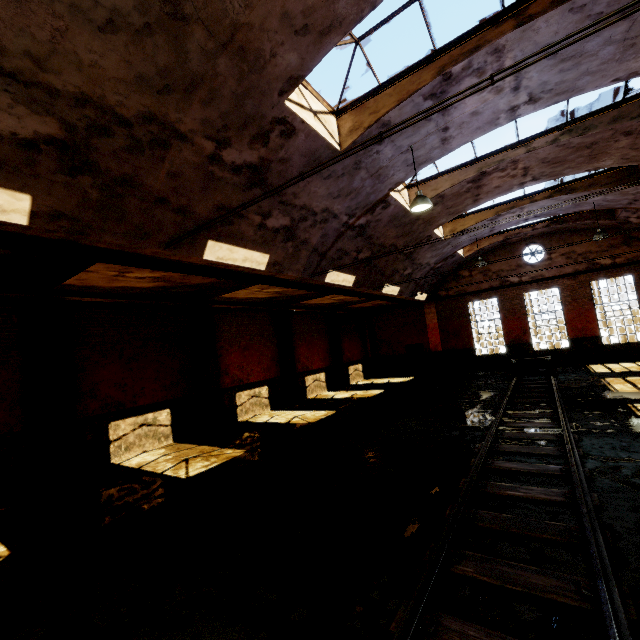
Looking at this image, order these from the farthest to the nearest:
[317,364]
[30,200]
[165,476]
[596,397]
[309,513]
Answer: [317,364], [596,397], [165,476], [309,513], [30,200]

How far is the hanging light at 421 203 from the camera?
7.9m

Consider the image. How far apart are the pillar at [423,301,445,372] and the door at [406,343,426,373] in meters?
0.4

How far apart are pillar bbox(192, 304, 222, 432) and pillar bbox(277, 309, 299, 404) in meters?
4.2 m

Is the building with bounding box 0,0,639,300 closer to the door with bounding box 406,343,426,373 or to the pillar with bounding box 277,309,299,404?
the door with bounding box 406,343,426,373

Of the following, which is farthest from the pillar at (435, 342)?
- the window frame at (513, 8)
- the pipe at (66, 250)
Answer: the window frame at (513, 8)

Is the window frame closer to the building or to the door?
the building

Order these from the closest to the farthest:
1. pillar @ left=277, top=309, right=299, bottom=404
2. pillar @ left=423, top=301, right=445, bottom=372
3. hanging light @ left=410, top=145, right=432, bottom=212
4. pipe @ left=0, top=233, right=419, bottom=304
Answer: pipe @ left=0, top=233, right=419, bottom=304, hanging light @ left=410, top=145, right=432, bottom=212, pillar @ left=277, top=309, right=299, bottom=404, pillar @ left=423, top=301, right=445, bottom=372
